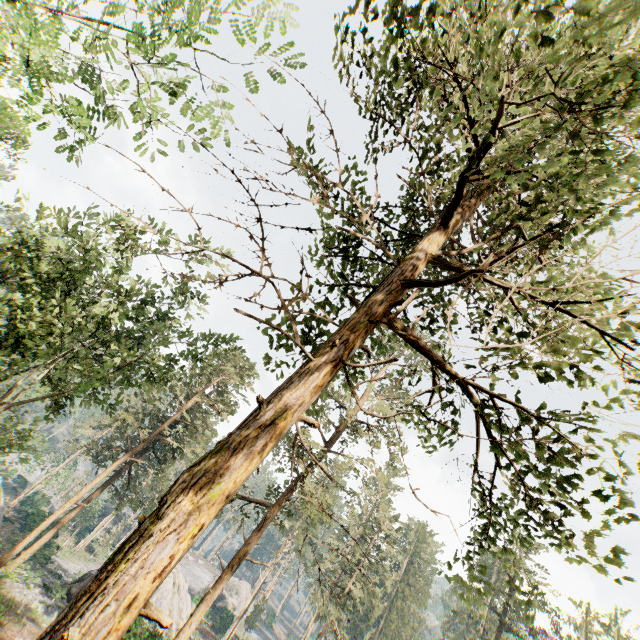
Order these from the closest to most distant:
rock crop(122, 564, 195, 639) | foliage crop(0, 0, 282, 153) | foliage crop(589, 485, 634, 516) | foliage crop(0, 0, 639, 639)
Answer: foliage crop(0, 0, 639, 639)
foliage crop(589, 485, 634, 516)
foliage crop(0, 0, 282, 153)
rock crop(122, 564, 195, 639)

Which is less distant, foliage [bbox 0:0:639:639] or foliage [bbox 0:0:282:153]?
foliage [bbox 0:0:639:639]

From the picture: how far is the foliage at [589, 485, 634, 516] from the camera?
4.67m

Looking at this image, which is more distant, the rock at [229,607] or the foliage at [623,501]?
the rock at [229,607]

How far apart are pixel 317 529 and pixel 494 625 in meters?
59.0

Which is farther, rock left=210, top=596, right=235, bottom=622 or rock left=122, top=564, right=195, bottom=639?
rock left=210, top=596, right=235, bottom=622

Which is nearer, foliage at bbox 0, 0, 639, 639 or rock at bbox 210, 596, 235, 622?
foliage at bbox 0, 0, 639, 639
